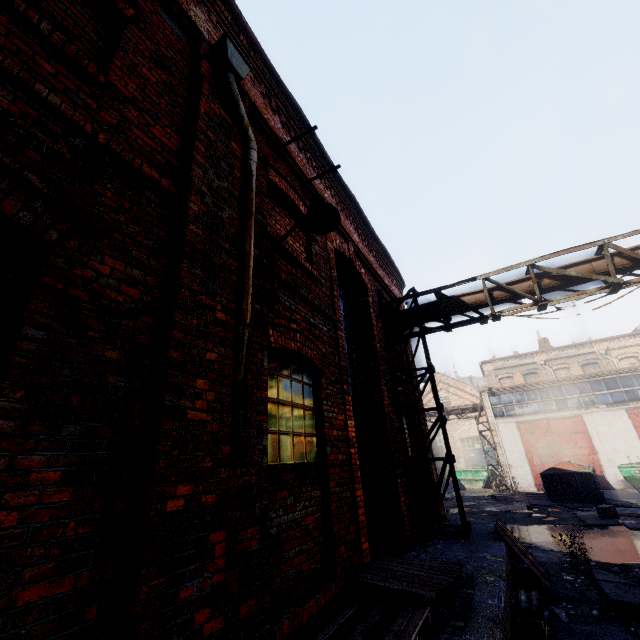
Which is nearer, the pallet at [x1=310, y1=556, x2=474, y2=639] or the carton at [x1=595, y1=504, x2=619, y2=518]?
the pallet at [x1=310, y1=556, x2=474, y2=639]

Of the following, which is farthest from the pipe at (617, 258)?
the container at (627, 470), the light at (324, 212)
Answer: the container at (627, 470)

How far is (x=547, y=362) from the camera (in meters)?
29.39

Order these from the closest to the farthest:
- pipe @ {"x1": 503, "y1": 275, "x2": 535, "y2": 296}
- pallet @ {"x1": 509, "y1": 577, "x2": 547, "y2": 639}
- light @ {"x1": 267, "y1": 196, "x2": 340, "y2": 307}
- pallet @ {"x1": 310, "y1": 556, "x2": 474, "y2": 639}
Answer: pallet @ {"x1": 310, "y1": 556, "x2": 474, "y2": 639} → light @ {"x1": 267, "y1": 196, "x2": 340, "y2": 307} → pallet @ {"x1": 509, "y1": 577, "x2": 547, "y2": 639} → pipe @ {"x1": 503, "y1": 275, "x2": 535, "y2": 296}

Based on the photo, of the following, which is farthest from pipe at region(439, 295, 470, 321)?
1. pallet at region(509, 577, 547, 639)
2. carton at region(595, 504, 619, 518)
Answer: carton at region(595, 504, 619, 518)

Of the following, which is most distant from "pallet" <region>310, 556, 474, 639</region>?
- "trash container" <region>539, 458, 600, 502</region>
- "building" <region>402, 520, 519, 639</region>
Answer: "trash container" <region>539, 458, 600, 502</region>

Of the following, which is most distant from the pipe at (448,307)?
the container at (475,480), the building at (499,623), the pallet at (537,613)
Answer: the container at (475,480)

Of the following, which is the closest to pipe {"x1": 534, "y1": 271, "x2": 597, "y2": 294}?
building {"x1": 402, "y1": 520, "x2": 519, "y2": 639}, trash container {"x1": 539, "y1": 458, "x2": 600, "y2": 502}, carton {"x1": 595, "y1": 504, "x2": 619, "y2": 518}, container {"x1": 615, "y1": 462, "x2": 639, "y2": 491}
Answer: building {"x1": 402, "y1": 520, "x2": 519, "y2": 639}
